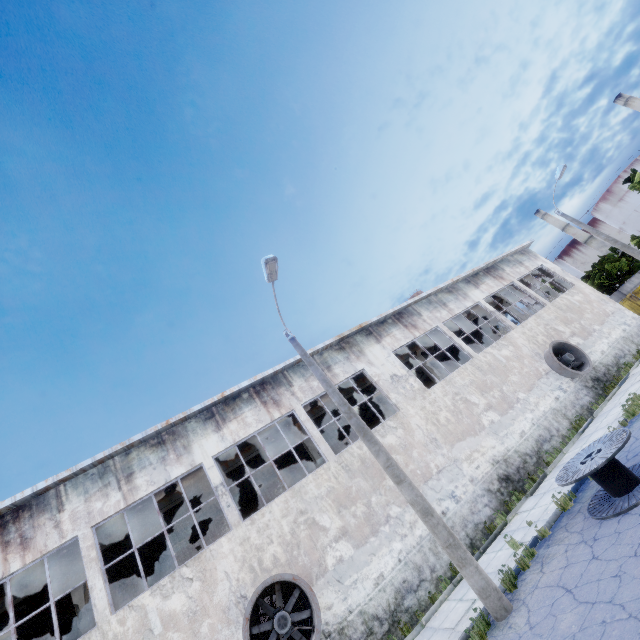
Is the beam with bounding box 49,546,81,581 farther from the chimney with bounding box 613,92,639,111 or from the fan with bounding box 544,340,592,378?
the chimney with bounding box 613,92,639,111

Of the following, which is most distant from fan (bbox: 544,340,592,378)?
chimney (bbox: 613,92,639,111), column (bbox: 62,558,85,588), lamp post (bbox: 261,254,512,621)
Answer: chimney (bbox: 613,92,639,111)

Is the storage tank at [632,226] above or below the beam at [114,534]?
above

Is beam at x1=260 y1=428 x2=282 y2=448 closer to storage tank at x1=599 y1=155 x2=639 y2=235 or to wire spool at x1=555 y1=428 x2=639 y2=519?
wire spool at x1=555 y1=428 x2=639 y2=519

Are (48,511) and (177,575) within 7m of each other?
yes

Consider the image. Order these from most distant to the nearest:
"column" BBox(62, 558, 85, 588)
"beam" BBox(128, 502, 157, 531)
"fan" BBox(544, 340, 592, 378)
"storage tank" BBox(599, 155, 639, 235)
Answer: "storage tank" BBox(599, 155, 639, 235), "fan" BBox(544, 340, 592, 378), "beam" BBox(128, 502, 157, 531), "column" BBox(62, 558, 85, 588)

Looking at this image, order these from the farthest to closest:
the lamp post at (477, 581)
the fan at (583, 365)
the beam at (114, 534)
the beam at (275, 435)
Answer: the fan at (583, 365) < the beam at (275, 435) < the beam at (114, 534) < the lamp post at (477, 581)

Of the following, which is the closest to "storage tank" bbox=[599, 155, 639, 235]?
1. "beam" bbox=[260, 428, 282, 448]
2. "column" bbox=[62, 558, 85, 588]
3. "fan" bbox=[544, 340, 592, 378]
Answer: "beam" bbox=[260, 428, 282, 448]
